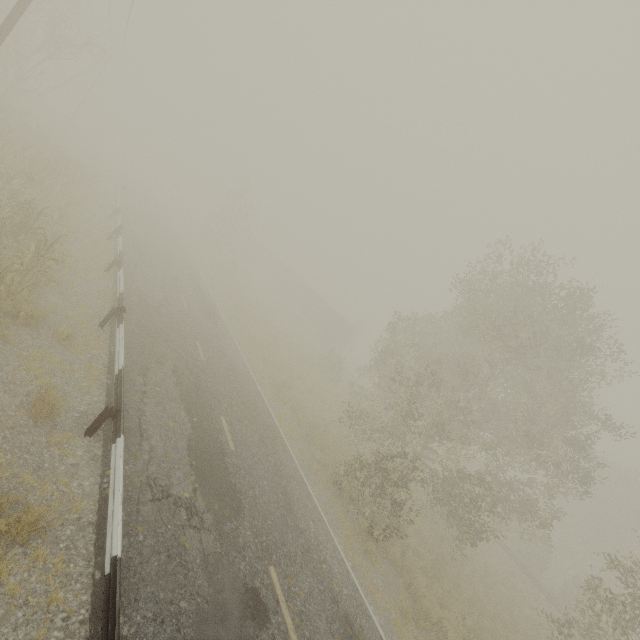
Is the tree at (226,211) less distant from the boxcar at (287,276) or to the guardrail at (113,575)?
the boxcar at (287,276)

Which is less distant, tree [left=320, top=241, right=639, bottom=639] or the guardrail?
the guardrail

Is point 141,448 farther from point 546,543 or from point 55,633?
point 546,543

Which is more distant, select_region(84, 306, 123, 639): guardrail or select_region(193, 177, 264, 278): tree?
select_region(193, 177, 264, 278): tree

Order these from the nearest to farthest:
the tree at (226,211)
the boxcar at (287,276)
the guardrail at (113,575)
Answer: the guardrail at (113,575) < the tree at (226,211) < the boxcar at (287,276)

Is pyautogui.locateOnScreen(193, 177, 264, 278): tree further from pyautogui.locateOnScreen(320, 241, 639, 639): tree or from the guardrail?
pyautogui.locateOnScreen(320, 241, 639, 639): tree

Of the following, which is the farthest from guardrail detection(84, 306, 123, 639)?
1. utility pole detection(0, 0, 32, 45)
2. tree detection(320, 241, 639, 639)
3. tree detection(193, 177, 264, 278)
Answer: tree detection(193, 177, 264, 278)

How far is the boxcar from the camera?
44.9 meters
